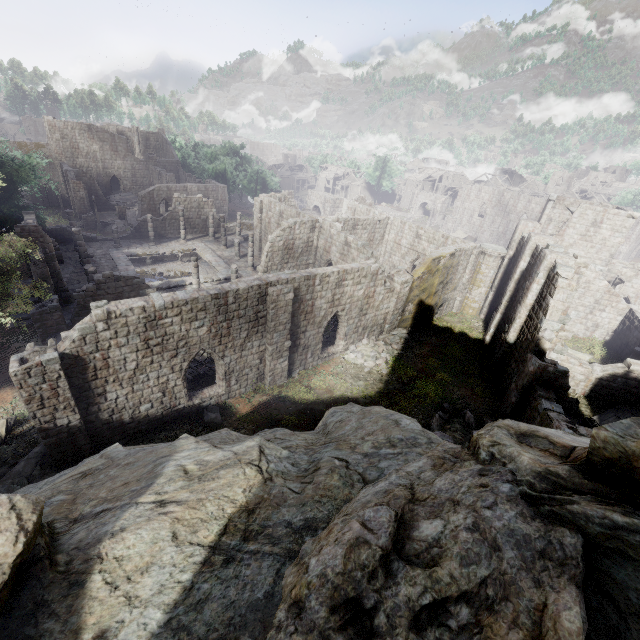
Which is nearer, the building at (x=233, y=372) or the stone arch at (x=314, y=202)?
the building at (x=233, y=372)

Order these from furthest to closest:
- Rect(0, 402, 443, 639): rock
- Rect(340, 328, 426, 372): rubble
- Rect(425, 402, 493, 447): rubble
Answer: Rect(340, 328, 426, 372): rubble < Rect(425, 402, 493, 447): rubble < Rect(0, 402, 443, 639): rock

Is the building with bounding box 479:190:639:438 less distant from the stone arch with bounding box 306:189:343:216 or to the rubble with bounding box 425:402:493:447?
the rubble with bounding box 425:402:493:447

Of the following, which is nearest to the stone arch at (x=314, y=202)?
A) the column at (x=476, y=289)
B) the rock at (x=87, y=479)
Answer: the column at (x=476, y=289)

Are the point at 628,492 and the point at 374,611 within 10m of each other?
yes

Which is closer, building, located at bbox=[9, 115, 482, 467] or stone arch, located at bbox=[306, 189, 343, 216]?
building, located at bbox=[9, 115, 482, 467]

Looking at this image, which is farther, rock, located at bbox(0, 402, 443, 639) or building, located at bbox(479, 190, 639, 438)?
building, located at bbox(479, 190, 639, 438)

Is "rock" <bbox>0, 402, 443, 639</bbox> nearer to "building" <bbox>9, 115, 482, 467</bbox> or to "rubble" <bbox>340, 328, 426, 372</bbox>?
"building" <bbox>9, 115, 482, 467</bbox>
